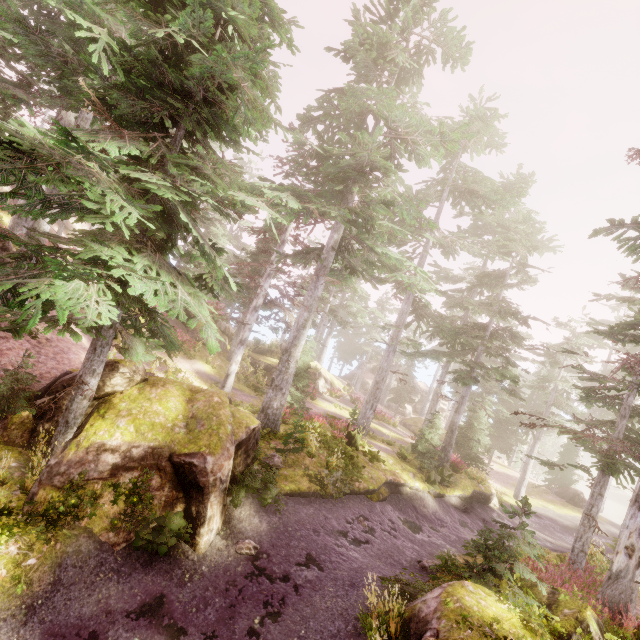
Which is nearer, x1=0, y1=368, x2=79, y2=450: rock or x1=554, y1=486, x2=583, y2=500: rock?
x1=0, y1=368, x2=79, y2=450: rock

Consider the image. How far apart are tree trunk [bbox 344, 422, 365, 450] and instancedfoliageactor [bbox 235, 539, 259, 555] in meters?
8.7

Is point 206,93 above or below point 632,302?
below

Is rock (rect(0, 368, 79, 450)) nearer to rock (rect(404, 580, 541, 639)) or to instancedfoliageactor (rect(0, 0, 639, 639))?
instancedfoliageactor (rect(0, 0, 639, 639))

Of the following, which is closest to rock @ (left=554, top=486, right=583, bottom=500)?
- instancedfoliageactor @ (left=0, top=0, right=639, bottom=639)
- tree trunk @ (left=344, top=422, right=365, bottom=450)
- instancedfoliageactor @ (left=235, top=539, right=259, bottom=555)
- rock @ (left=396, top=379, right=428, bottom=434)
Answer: instancedfoliageactor @ (left=0, top=0, right=639, bottom=639)

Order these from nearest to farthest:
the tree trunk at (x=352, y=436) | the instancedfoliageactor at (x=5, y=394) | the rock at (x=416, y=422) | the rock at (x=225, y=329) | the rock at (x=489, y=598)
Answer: the rock at (x=489, y=598), the instancedfoliageactor at (x=5, y=394), the tree trunk at (x=352, y=436), the rock at (x=225, y=329), the rock at (x=416, y=422)

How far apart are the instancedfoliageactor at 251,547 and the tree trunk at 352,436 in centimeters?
869cm

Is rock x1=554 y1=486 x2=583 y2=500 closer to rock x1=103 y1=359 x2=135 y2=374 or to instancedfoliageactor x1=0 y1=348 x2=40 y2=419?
instancedfoliageactor x1=0 y1=348 x2=40 y2=419
